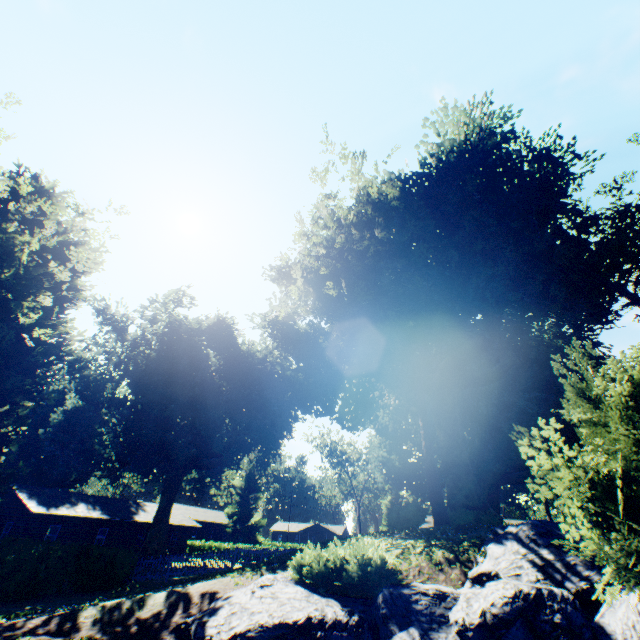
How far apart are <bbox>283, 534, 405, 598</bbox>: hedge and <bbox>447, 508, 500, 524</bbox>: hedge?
12.80m

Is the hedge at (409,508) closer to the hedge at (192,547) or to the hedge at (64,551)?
the hedge at (64,551)

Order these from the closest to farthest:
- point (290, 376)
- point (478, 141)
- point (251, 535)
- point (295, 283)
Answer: point (478, 141)
point (290, 376)
point (295, 283)
point (251, 535)

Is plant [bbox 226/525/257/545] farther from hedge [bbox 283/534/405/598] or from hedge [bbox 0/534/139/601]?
hedge [bbox 283/534/405/598]

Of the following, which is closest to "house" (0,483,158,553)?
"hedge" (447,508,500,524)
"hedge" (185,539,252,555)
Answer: "hedge" (185,539,252,555)

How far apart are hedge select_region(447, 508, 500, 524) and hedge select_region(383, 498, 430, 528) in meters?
2.7

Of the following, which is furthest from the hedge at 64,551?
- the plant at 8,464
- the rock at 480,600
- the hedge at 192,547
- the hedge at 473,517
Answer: the hedge at 192,547

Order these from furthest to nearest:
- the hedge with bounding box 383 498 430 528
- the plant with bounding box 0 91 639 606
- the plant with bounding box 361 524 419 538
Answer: the hedge with bounding box 383 498 430 528 < the plant with bounding box 361 524 419 538 < the plant with bounding box 0 91 639 606
